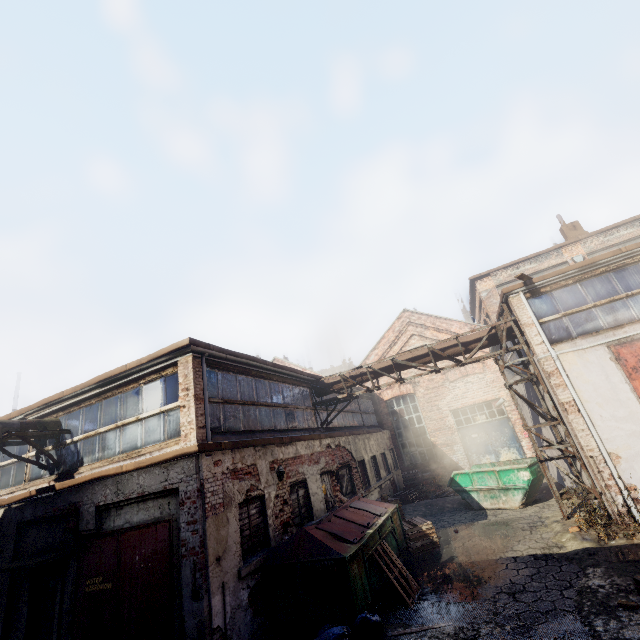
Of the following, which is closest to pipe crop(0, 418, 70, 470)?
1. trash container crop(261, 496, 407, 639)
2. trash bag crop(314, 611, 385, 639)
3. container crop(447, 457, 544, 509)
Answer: trash container crop(261, 496, 407, 639)

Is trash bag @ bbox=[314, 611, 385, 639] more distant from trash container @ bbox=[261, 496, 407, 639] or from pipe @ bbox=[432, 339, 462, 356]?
pipe @ bbox=[432, 339, 462, 356]

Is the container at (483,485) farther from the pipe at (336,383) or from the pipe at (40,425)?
the pipe at (40,425)

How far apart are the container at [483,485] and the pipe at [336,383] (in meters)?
4.46

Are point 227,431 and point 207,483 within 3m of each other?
yes

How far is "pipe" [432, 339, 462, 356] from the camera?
11.5m

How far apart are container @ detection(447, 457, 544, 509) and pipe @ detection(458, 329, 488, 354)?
4.46m
